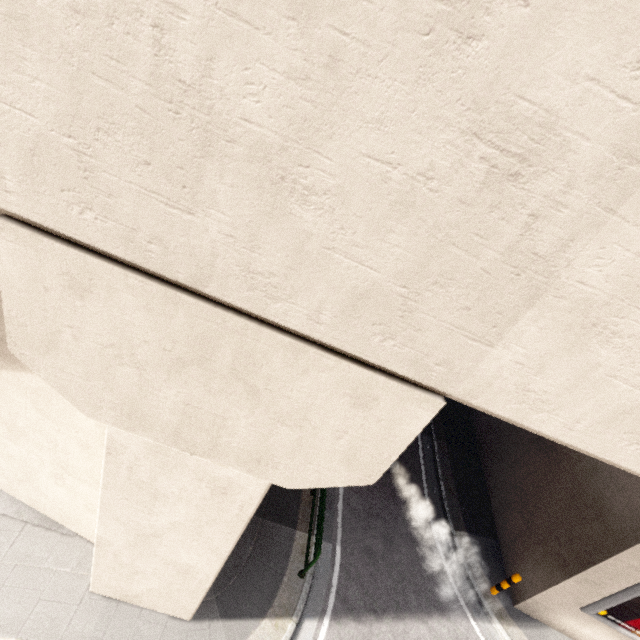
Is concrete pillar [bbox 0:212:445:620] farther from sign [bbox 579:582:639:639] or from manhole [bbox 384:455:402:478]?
sign [bbox 579:582:639:639]

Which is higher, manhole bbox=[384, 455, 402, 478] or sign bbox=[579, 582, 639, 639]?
sign bbox=[579, 582, 639, 639]

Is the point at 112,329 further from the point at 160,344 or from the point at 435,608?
the point at 435,608

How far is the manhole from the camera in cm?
1114

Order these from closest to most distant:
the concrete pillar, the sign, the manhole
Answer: the concrete pillar, the sign, the manhole

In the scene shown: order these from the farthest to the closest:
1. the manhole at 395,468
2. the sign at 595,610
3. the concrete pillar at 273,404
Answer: the manhole at 395,468
the sign at 595,610
the concrete pillar at 273,404

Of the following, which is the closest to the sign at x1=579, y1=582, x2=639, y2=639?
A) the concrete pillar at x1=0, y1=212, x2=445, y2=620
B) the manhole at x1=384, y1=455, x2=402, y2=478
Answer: the manhole at x1=384, y1=455, x2=402, y2=478

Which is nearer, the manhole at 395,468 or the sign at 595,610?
the sign at 595,610
